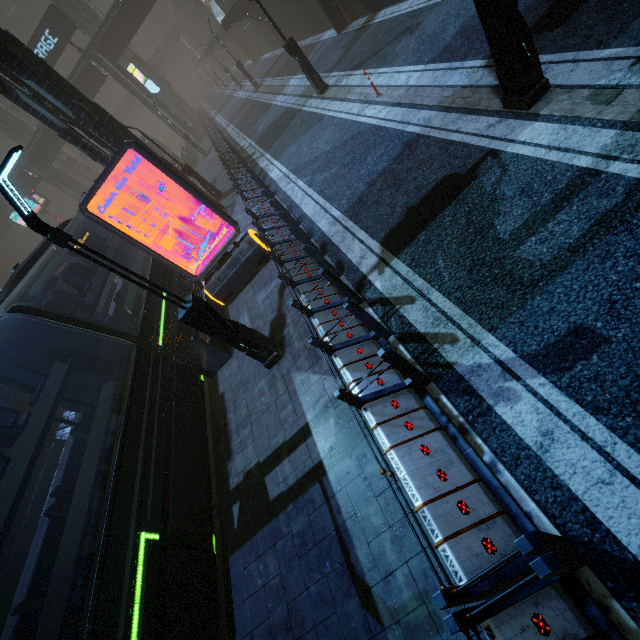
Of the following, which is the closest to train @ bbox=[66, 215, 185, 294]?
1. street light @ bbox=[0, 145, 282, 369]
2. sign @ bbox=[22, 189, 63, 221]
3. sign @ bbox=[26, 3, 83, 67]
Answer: street light @ bbox=[0, 145, 282, 369]

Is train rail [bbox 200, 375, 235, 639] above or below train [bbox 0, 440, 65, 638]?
below

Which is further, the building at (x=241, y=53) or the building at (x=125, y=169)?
the building at (x=241, y=53)

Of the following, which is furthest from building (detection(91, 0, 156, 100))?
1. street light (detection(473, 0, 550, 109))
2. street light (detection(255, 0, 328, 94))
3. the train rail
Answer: street light (detection(255, 0, 328, 94))

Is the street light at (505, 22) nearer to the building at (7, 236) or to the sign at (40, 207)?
the building at (7, 236)

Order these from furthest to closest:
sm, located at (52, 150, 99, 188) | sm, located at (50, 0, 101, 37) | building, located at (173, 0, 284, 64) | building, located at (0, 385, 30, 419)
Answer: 1. sm, located at (52, 150, 99, 188)
2. sm, located at (50, 0, 101, 37)
3. building, located at (173, 0, 284, 64)
4. building, located at (0, 385, 30, 419)

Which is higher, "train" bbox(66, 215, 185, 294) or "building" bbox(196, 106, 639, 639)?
"train" bbox(66, 215, 185, 294)

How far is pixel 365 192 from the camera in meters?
8.8 m
